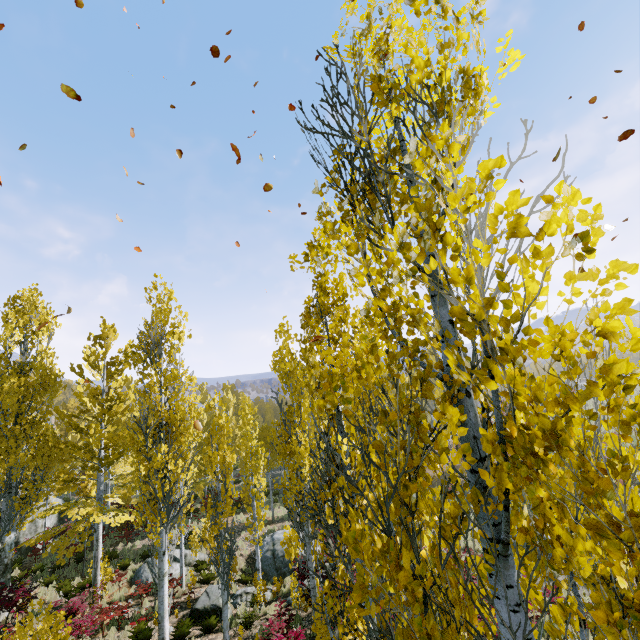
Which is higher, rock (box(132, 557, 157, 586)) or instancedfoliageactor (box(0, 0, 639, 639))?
instancedfoliageactor (box(0, 0, 639, 639))

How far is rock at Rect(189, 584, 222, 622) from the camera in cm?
1247

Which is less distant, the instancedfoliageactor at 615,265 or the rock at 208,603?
the instancedfoliageactor at 615,265

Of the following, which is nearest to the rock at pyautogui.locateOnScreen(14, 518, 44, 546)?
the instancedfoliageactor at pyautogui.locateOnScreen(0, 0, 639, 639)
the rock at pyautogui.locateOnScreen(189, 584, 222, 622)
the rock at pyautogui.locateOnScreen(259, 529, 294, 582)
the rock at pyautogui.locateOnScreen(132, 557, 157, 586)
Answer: the instancedfoliageactor at pyautogui.locateOnScreen(0, 0, 639, 639)

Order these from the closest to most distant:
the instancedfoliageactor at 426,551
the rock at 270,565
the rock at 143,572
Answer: the instancedfoliageactor at 426,551
the rock at 143,572
the rock at 270,565

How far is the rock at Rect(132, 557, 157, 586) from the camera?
15.3 meters

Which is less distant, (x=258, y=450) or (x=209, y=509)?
(x=209, y=509)

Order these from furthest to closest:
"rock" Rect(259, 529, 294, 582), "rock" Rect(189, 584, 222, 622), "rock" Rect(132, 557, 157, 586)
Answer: "rock" Rect(259, 529, 294, 582) < "rock" Rect(132, 557, 157, 586) < "rock" Rect(189, 584, 222, 622)
